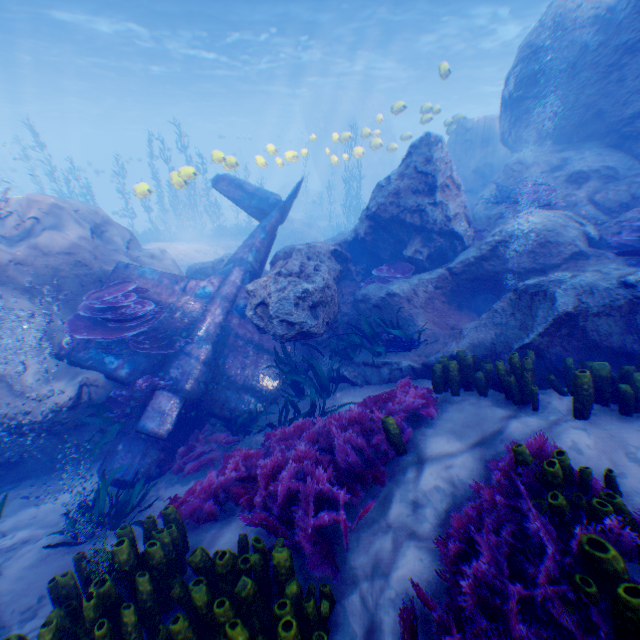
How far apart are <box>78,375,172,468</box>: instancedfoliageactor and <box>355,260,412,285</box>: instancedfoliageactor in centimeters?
531cm

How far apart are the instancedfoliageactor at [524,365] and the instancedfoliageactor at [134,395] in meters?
5.7 m

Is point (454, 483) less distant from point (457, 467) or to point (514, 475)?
point (457, 467)

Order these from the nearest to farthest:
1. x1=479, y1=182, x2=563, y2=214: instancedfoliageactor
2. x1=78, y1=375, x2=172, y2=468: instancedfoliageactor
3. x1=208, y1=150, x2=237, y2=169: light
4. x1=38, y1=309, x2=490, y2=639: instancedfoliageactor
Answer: x1=38, y1=309, x2=490, y2=639: instancedfoliageactor → x1=78, y1=375, x2=172, y2=468: instancedfoliageactor → x1=479, y1=182, x2=563, y2=214: instancedfoliageactor → x1=208, y1=150, x2=237, y2=169: light

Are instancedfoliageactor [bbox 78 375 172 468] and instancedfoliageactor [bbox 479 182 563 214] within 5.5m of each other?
no

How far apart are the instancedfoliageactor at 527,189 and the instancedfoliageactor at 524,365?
5.13m

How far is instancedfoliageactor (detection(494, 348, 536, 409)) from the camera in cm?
416

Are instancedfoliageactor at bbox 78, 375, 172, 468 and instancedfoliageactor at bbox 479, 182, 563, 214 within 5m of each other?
no
